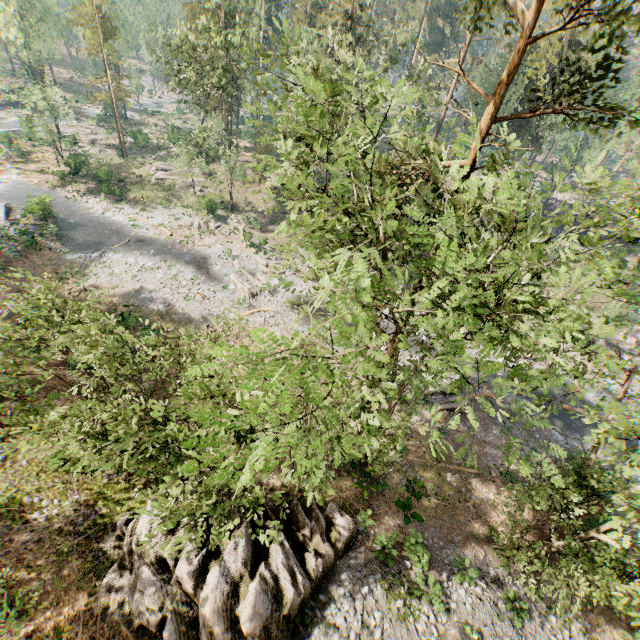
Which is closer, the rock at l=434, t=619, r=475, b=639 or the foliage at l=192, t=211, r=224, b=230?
the rock at l=434, t=619, r=475, b=639

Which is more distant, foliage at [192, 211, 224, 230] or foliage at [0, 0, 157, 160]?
foliage at [0, 0, 157, 160]

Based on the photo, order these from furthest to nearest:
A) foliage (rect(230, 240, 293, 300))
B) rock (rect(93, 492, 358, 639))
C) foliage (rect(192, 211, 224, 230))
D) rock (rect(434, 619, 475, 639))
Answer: foliage (rect(192, 211, 224, 230)), rock (rect(434, 619, 475, 639)), foliage (rect(230, 240, 293, 300)), rock (rect(93, 492, 358, 639))

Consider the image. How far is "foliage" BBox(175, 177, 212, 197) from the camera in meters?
43.4 m

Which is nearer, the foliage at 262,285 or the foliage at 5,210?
the foliage at 262,285

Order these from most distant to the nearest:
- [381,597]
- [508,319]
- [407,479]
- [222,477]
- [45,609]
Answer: [407,479] → [381,597] → [45,609] → [508,319] → [222,477]
